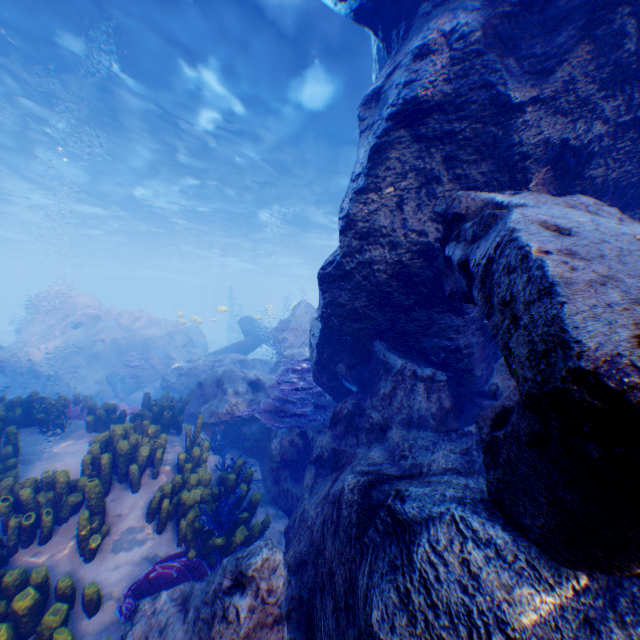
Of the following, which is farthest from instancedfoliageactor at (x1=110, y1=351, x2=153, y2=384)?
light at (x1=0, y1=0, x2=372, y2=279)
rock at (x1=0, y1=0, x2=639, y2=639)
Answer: light at (x1=0, y1=0, x2=372, y2=279)

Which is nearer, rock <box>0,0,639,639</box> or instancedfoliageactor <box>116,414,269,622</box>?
rock <box>0,0,639,639</box>

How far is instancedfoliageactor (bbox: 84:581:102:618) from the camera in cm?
320

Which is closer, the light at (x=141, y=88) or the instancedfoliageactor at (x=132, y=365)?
the light at (x=141, y=88)

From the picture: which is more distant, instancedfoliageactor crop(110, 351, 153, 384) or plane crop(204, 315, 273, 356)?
plane crop(204, 315, 273, 356)

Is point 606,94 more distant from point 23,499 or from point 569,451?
point 23,499

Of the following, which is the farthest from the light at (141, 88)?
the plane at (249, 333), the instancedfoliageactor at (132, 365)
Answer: the instancedfoliageactor at (132, 365)
